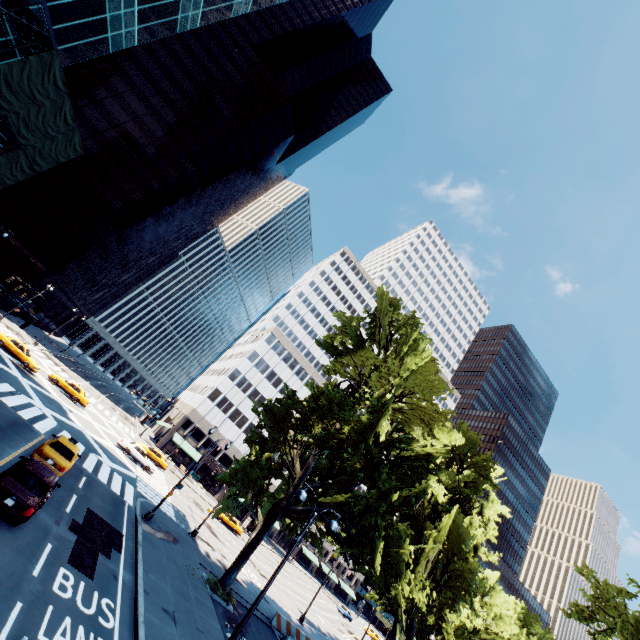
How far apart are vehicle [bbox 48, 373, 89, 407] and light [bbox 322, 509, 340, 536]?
35.9 meters

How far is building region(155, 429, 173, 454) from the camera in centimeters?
5871cm

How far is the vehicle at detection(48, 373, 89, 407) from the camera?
36.0 meters

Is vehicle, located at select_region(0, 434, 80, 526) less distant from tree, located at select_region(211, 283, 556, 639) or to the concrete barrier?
tree, located at select_region(211, 283, 556, 639)

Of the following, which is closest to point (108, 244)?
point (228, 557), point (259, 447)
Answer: point (259, 447)

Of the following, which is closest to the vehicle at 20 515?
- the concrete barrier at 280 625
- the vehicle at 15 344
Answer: the concrete barrier at 280 625

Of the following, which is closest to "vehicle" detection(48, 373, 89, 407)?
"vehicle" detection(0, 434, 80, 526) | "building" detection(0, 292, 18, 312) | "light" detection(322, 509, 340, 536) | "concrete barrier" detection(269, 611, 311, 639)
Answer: "building" detection(0, 292, 18, 312)

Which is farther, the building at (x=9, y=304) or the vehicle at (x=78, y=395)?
the building at (x=9, y=304)
